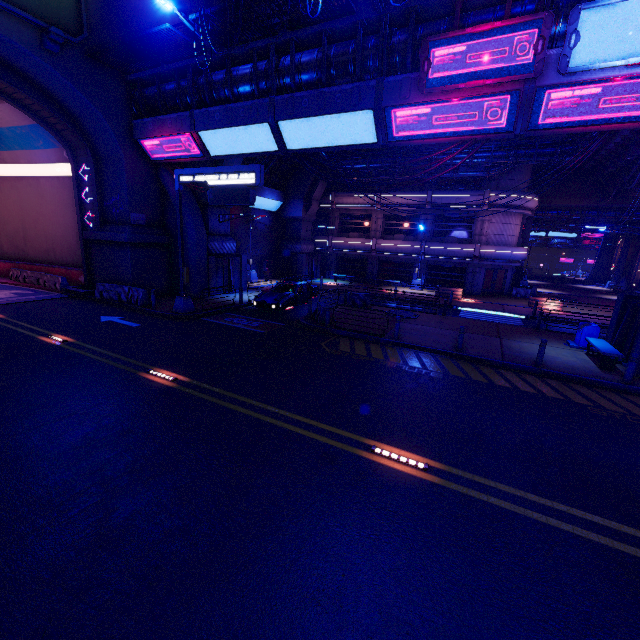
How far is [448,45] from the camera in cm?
1062

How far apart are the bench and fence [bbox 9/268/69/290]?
32.5m

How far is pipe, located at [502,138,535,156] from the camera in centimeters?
2081cm

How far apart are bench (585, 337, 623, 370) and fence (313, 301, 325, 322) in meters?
11.3

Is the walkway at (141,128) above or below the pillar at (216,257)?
above

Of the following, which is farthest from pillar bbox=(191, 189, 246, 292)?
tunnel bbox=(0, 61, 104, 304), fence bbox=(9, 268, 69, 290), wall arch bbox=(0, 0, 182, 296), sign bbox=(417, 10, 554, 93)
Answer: sign bbox=(417, 10, 554, 93)

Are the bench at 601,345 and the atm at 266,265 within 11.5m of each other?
no

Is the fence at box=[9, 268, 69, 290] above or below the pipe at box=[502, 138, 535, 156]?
below
